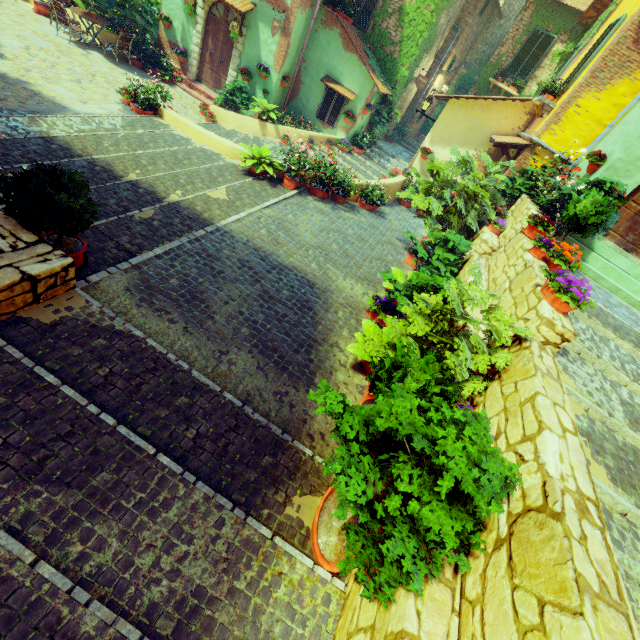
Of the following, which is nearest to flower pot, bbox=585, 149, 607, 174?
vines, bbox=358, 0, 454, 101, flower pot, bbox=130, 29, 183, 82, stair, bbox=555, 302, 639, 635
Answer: stair, bbox=555, 302, 639, 635

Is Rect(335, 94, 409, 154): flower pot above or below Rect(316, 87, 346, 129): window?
below

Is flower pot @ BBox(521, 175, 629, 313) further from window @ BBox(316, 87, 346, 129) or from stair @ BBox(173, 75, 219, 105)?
stair @ BBox(173, 75, 219, 105)

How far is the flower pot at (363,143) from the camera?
13.30m

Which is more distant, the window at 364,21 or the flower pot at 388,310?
the window at 364,21

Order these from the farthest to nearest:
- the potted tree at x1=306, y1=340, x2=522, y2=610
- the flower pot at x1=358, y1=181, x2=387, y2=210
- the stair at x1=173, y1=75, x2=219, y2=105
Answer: the stair at x1=173, y1=75, x2=219, y2=105
the flower pot at x1=358, y1=181, x2=387, y2=210
the potted tree at x1=306, y1=340, x2=522, y2=610

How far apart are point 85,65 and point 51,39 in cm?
178

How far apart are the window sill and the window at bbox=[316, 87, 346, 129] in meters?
6.5
